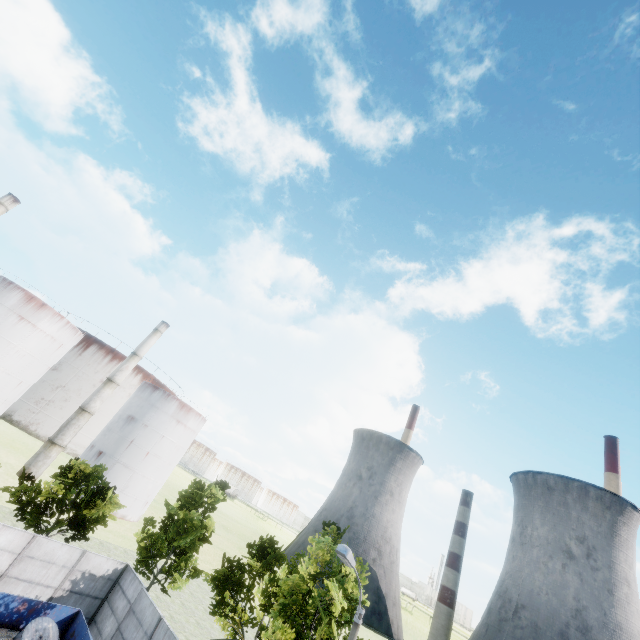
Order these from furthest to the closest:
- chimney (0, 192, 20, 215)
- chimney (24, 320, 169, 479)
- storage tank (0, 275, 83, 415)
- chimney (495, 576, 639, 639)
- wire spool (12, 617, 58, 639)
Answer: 1. chimney (495, 576, 639, 639)
2. chimney (24, 320, 169, 479)
3. chimney (0, 192, 20, 215)
4. storage tank (0, 275, 83, 415)
5. wire spool (12, 617, 58, 639)

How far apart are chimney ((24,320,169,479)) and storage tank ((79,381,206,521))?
5.8 meters

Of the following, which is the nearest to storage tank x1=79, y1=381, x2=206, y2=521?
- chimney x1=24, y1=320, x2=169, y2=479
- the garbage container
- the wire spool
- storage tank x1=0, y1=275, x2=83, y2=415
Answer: chimney x1=24, y1=320, x2=169, y2=479

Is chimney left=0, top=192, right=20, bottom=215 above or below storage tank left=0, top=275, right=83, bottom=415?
above

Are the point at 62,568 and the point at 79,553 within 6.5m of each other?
yes

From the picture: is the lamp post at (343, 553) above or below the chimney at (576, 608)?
below

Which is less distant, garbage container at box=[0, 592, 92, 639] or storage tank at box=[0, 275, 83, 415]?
garbage container at box=[0, 592, 92, 639]

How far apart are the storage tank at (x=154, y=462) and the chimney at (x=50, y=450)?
5.8m
